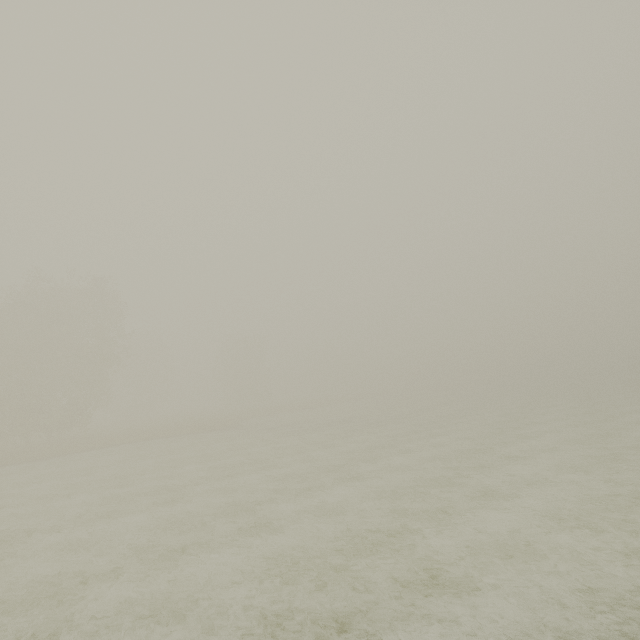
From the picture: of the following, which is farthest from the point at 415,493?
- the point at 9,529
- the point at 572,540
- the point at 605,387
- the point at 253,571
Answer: the point at 605,387
